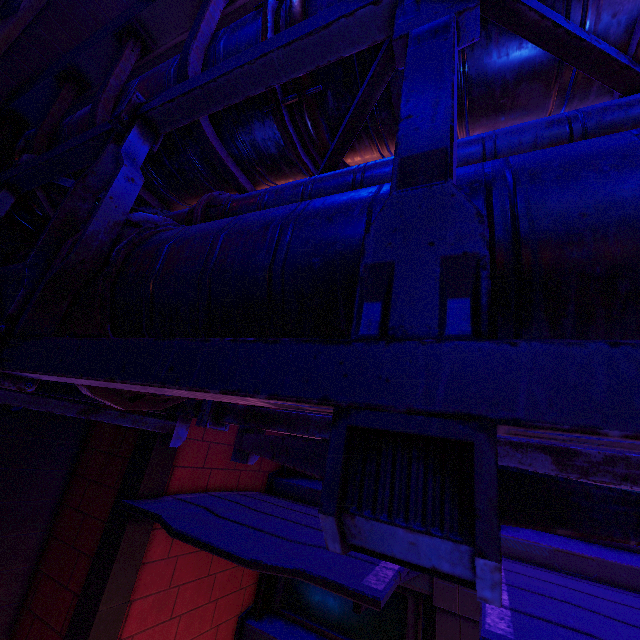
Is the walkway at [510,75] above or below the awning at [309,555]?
above

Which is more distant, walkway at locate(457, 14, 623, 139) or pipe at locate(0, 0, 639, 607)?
walkway at locate(457, 14, 623, 139)

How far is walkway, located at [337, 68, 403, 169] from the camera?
2.5 meters

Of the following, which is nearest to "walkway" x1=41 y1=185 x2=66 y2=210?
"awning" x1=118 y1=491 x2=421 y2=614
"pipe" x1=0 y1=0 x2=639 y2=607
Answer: "pipe" x1=0 y1=0 x2=639 y2=607

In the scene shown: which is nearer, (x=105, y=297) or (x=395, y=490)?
(x=395, y=490)

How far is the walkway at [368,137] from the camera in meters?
2.5
